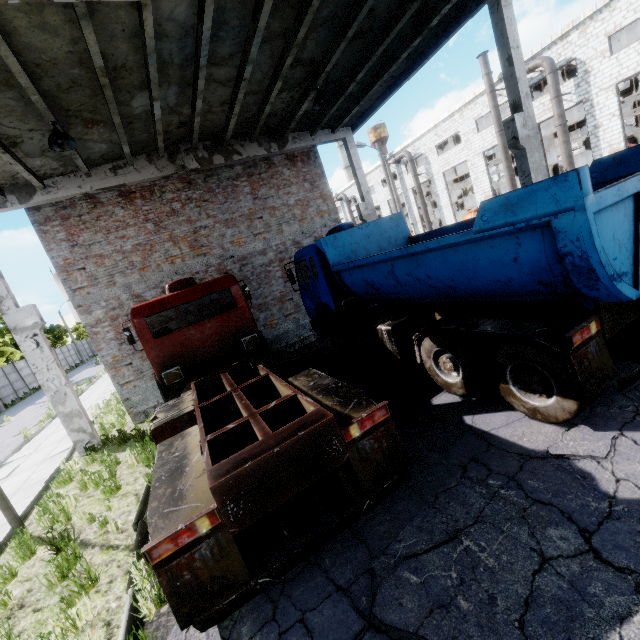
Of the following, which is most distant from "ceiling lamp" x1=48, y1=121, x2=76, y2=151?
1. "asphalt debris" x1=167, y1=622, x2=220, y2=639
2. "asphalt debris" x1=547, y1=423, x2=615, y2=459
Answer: "asphalt debris" x1=547, y1=423, x2=615, y2=459

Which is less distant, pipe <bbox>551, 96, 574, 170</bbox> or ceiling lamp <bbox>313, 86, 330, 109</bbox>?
ceiling lamp <bbox>313, 86, 330, 109</bbox>

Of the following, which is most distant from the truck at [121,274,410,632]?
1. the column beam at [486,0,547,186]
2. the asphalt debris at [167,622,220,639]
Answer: the column beam at [486,0,547,186]

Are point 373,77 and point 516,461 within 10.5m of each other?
no

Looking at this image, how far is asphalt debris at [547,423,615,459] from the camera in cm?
385

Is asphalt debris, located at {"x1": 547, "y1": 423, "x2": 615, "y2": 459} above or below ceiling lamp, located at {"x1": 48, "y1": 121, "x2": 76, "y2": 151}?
below

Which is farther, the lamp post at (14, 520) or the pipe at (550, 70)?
the pipe at (550, 70)

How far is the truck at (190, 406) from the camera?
3.0 meters
